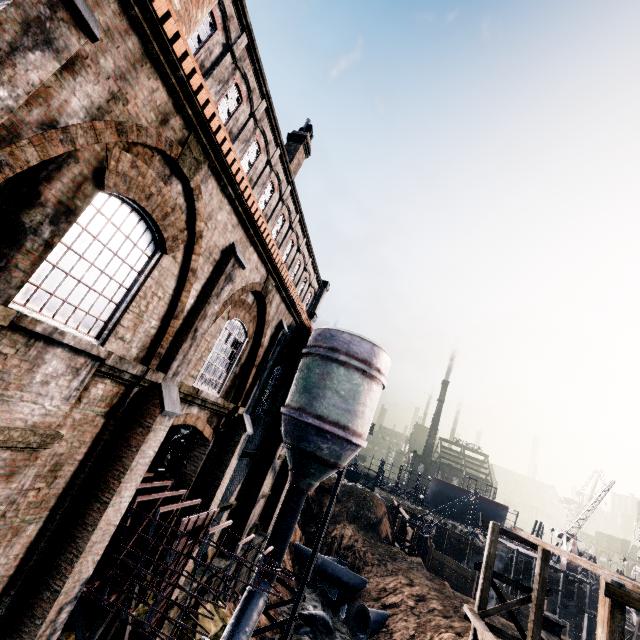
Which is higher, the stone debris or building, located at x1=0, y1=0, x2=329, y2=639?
building, located at x1=0, y1=0, x2=329, y2=639

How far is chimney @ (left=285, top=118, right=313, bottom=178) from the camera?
23.8 meters

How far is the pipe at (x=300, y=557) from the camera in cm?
2937

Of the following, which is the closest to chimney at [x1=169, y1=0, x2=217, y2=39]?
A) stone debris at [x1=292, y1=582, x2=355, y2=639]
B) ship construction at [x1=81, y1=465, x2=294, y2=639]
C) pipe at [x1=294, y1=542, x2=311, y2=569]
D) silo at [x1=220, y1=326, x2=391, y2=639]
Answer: ship construction at [x1=81, y1=465, x2=294, y2=639]

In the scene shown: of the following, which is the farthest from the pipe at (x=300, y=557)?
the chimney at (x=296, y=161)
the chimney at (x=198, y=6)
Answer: the chimney at (x=198, y=6)

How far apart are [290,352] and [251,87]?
14.1m

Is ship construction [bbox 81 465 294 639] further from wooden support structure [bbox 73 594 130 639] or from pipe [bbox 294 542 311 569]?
pipe [bbox 294 542 311 569]

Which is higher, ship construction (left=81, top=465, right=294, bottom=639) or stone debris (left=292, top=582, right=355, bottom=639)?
ship construction (left=81, top=465, right=294, bottom=639)
